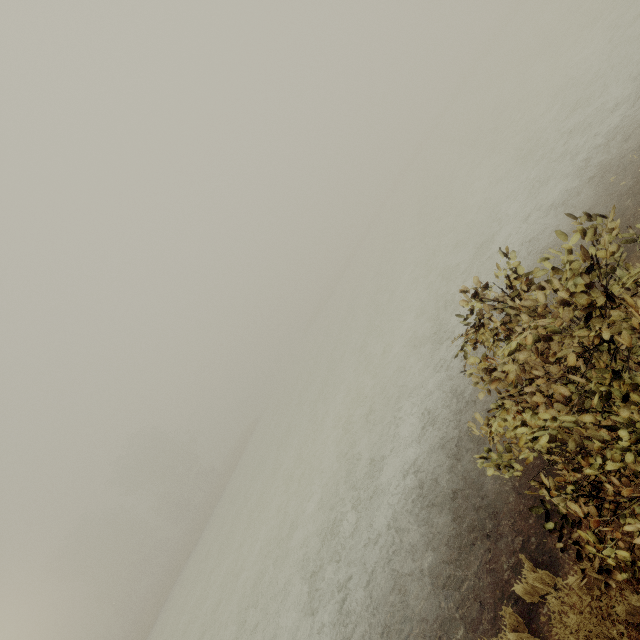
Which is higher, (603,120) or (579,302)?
(579,302)
